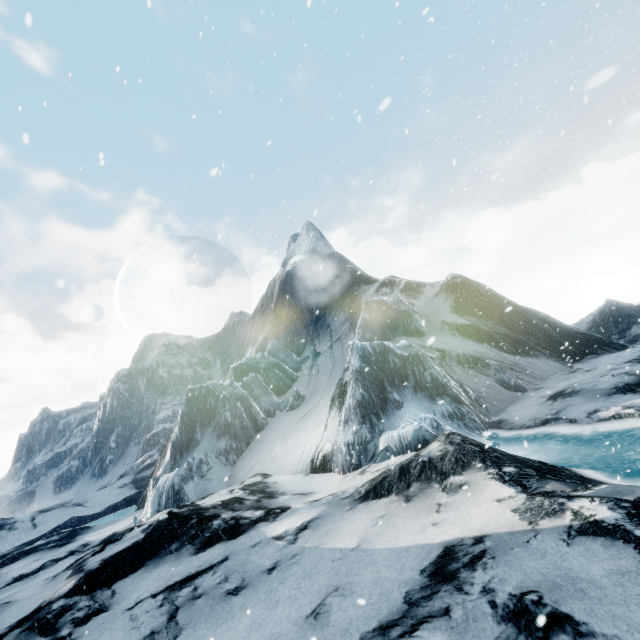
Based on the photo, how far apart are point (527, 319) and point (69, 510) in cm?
4677
